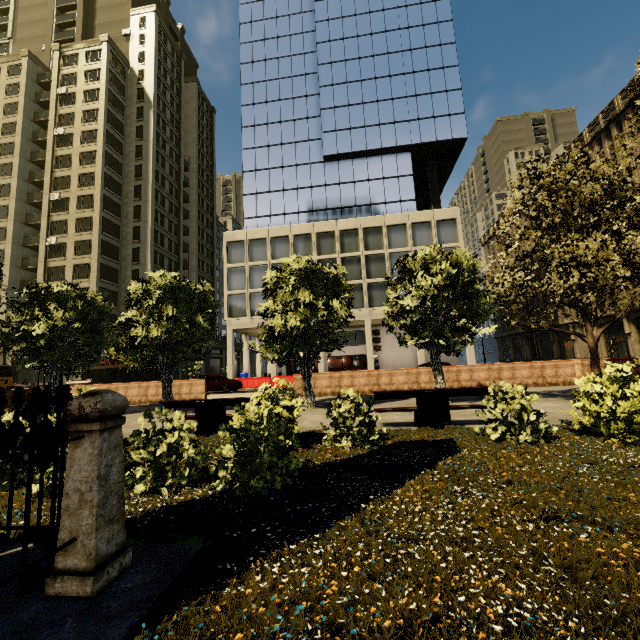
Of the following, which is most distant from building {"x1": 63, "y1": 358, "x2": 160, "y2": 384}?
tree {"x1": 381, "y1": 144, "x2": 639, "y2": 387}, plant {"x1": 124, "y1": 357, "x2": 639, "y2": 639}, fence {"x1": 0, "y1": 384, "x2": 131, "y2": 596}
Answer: fence {"x1": 0, "y1": 384, "x2": 131, "y2": 596}

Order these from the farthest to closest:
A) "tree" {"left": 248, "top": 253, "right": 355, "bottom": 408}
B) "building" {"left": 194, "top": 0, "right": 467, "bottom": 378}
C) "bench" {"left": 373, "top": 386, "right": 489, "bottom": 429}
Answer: "building" {"left": 194, "top": 0, "right": 467, "bottom": 378} < "tree" {"left": 248, "top": 253, "right": 355, "bottom": 408} < "bench" {"left": 373, "top": 386, "right": 489, "bottom": 429}

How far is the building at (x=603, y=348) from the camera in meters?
40.1 m

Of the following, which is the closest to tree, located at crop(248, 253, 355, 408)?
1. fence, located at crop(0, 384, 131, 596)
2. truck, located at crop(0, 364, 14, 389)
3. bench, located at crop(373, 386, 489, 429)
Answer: fence, located at crop(0, 384, 131, 596)

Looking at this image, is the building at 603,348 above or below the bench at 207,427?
above

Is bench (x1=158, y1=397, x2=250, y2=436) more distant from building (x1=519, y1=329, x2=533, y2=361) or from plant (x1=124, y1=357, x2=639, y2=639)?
building (x1=519, y1=329, x2=533, y2=361)

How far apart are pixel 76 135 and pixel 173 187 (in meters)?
12.50

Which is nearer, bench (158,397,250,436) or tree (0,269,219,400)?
bench (158,397,250,436)
